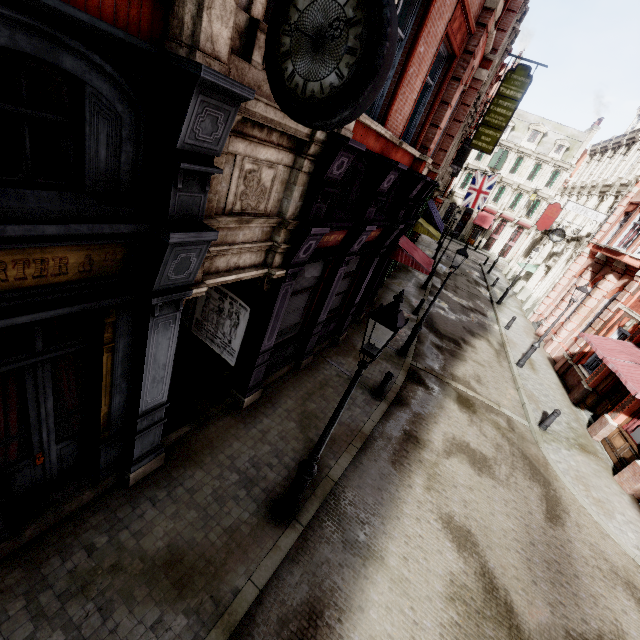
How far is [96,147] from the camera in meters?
2.8 m

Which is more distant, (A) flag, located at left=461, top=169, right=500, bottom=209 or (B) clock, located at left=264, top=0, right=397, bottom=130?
(A) flag, located at left=461, top=169, right=500, bottom=209

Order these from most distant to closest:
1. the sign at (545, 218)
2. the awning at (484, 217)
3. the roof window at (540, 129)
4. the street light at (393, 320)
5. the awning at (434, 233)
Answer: the awning at (484, 217), the roof window at (540, 129), the sign at (545, 218), the awning at (434, 233), the street light at (393, 320)

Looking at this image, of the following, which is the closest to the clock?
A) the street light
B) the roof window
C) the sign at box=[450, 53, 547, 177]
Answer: the street light

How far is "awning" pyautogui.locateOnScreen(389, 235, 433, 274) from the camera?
12.7m

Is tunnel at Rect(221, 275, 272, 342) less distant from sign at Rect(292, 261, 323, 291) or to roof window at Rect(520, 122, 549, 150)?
sign at Rect(292, 261, 323, 291)

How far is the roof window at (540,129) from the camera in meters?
42.7

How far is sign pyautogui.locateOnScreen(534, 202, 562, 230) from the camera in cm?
2764
